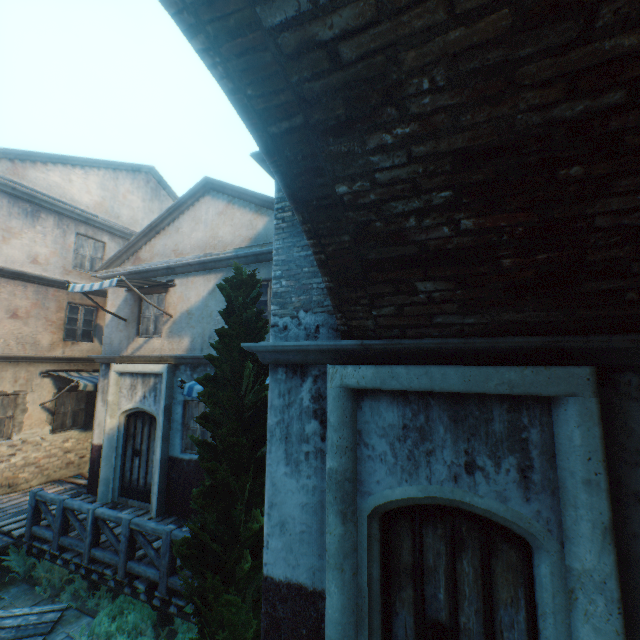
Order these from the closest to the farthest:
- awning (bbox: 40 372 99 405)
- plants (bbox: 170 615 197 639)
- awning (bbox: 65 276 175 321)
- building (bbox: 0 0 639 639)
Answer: building (bbox: 0 0 639 639)
plants (bbox: 170 615 197 639)
awning (bbox: 65 276 175 321)
awning (bbox: 40 372 99 405)

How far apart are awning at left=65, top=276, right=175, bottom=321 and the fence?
4.4 meters

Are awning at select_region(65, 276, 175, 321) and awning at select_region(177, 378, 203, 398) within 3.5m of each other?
yes

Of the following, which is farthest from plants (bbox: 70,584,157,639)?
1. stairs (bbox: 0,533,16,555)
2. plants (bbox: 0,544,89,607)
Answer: stairs (bbox: 0,533,16,555)

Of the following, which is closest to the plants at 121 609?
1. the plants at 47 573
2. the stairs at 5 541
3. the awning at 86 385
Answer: the plants at 47 573

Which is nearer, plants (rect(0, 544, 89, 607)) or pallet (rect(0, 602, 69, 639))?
pallet (rect(0, 602, 69, 639))

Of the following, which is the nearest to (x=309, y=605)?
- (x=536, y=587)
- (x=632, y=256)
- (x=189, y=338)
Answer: (x=536, y=587)

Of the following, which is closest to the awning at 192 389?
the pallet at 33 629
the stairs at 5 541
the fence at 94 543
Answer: the fence at 94 543
